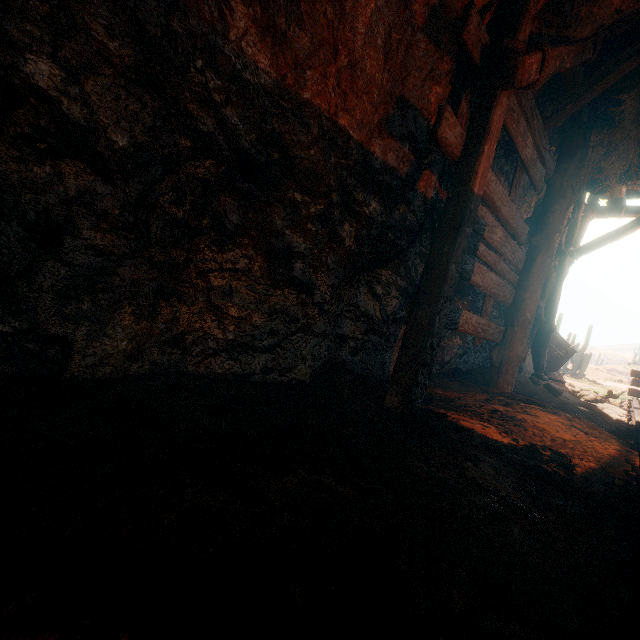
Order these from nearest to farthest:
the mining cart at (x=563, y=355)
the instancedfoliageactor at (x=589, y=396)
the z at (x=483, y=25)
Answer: the z at (x=483, y=25) → the instancedfoliageactor at (x=589, y=396) → the mining cart at (x=563, y=355)

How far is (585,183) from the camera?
4.8 meters

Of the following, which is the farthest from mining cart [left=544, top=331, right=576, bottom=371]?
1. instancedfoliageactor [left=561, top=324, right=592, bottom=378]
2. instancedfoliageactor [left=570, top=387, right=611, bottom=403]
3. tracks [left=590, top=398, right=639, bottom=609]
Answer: instancedfoliageactor [left=561, top=324, right=592, bottom=378]

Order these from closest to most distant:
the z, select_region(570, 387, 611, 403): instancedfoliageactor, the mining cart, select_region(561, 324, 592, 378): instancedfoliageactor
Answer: the z
select_region(570, 387, 611, 403): instancedfoliageactor
the mining cart
select_region(561, 324, 592, 378): instancedfoliageactor

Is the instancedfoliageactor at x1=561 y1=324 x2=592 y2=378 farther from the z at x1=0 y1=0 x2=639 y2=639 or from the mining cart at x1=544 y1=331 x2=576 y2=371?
the mining cart at x1=544 y1=331 x2=576 y2=371

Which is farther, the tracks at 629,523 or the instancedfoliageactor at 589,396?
the instancedfoliageactor at 589,396

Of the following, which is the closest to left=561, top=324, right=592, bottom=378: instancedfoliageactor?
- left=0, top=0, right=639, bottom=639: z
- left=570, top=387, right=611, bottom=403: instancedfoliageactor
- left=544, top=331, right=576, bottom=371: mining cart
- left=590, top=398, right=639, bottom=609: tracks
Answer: left=0, top=0, right=639, bottom=639: z

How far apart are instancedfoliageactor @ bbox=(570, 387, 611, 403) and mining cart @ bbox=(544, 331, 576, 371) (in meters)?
1.85
